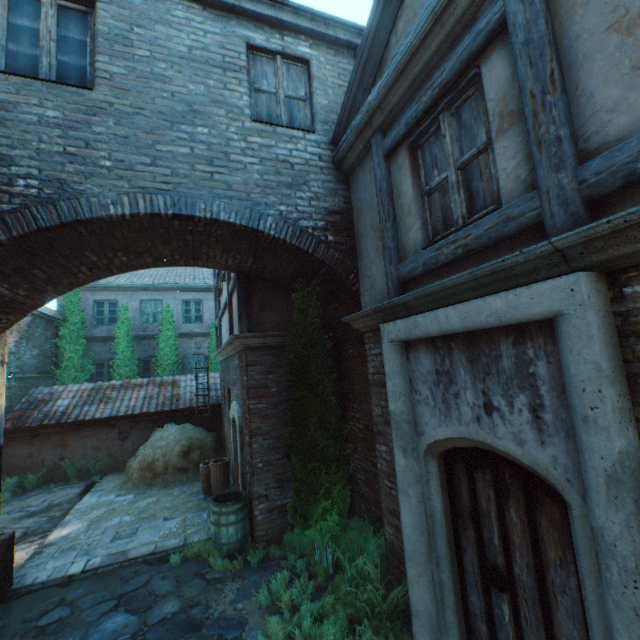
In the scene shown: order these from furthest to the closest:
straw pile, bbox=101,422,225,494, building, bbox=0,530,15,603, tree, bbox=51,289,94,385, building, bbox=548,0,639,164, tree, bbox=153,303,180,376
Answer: tree, bbox=153,303,180,376
tree, bbox=51,289,94,385
straw pile, bbox=101,422,225,494
building, bbox=0,530,15,603
building, bbox=548,0,639,164

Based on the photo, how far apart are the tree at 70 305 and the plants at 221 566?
12.0 meters

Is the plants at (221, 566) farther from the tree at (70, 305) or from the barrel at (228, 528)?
the tree at (70, 305)

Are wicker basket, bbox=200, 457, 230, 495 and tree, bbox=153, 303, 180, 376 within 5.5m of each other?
no

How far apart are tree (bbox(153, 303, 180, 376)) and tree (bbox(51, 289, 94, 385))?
2.44m

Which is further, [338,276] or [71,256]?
[338,276]

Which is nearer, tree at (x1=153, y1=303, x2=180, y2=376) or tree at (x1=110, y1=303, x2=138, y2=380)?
tree at (x1=110, y1=303, x2=138, y2=380)

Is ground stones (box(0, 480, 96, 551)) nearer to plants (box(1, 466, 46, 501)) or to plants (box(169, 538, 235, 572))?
plants (box(1, 466, 46, 501))
